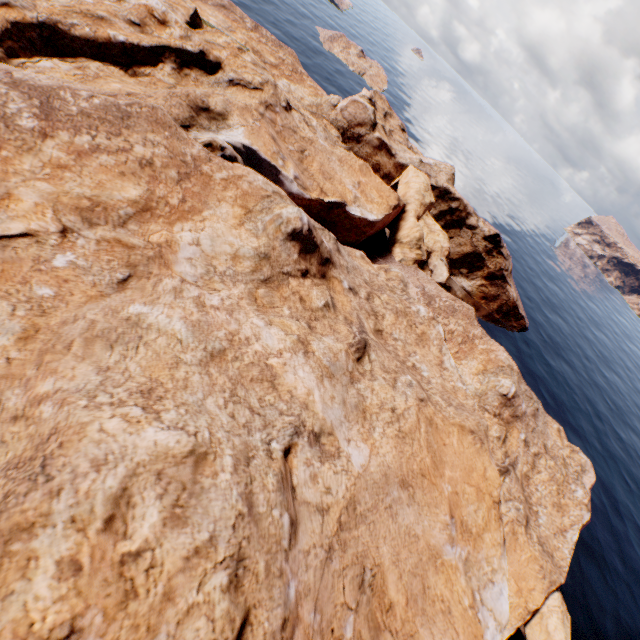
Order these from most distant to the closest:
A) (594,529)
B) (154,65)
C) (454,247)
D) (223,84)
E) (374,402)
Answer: (454,247) < (594,529) < (223,84) < (154,65) < (374,402)
